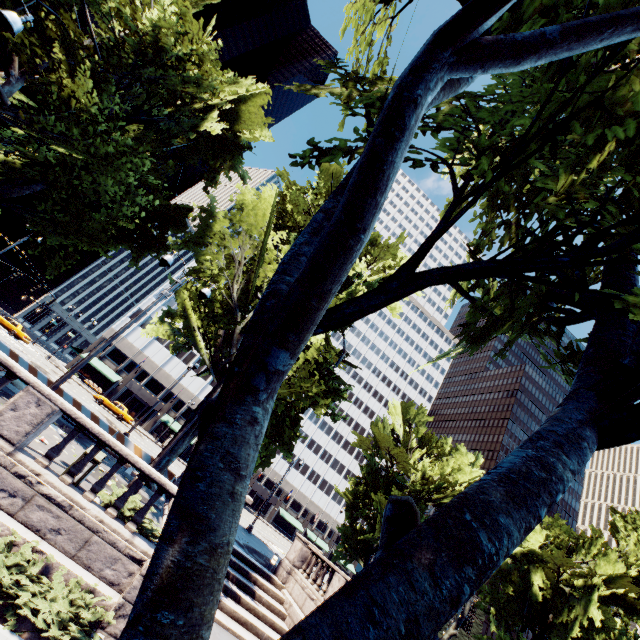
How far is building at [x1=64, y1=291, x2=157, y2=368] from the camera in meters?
51.9

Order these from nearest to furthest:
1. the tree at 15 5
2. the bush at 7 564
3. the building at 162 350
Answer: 1. the bush at 7 564
2. the tree at 15 5
3. the building at 162 350

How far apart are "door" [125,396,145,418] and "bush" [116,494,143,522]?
50.21m

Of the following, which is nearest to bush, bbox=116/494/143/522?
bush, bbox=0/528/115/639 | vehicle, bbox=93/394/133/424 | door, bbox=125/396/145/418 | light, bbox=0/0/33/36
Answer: bush, bbox=0/528/115/639

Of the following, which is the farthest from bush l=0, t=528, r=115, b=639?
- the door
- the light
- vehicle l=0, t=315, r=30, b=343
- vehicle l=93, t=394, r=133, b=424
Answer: the door

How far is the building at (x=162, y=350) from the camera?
52.8m

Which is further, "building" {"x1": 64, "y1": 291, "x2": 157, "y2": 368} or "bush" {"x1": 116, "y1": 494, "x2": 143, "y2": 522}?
"building" {"x1": 64, "y1": 291, "x2": 157, "y2": 368}

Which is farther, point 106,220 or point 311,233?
point 106,220
